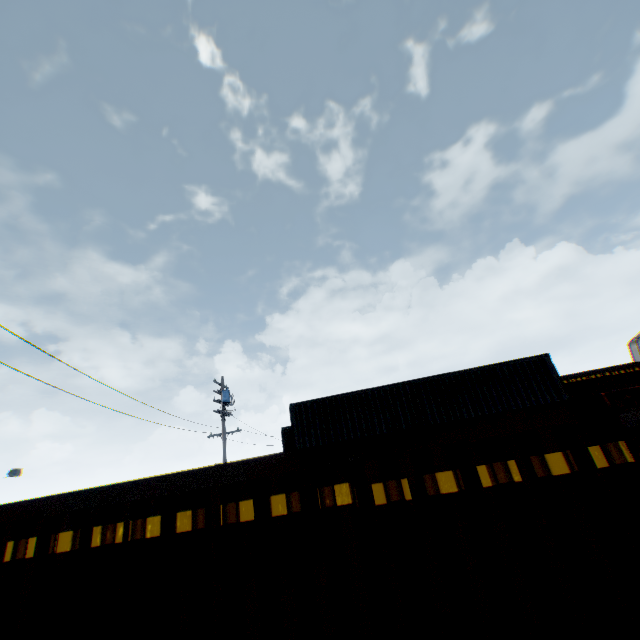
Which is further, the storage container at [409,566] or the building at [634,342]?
the building at [634,342]

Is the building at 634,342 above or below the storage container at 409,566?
above

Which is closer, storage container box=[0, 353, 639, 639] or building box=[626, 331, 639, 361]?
storage container box=[0, 353, 639, 639]

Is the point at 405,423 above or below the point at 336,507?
above

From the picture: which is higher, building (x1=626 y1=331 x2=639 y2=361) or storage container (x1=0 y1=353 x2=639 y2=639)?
building (x1=626 y1=331 x2=639 y2=361)
